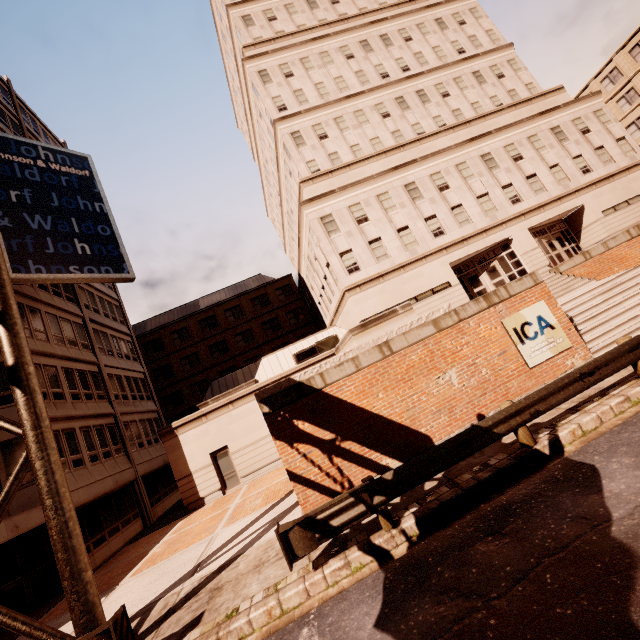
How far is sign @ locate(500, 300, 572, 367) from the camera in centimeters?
1040cm

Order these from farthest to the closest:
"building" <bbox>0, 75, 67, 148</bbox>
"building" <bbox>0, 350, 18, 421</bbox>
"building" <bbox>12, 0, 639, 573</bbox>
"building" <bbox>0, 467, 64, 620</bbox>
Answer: "building" <bbox>0, 75, 67, 148</bbox> < "building" <bbox>12, 0, 639, 573</bbox> < "building" <bbox>0, 350, 18, 421</bbox> < "building" <bbox>0, 467, 64, 620</bbox>

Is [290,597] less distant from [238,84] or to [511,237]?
[511,237]

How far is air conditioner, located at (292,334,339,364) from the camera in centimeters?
2188cm

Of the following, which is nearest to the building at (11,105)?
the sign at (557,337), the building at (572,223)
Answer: the building at (572,223)

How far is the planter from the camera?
11.30m

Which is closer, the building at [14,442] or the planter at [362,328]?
the planter at [362,328]

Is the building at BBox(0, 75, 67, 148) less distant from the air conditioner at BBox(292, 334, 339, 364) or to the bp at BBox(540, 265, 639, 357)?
the air conditioner at BBox(292, 334, 339, 364)
